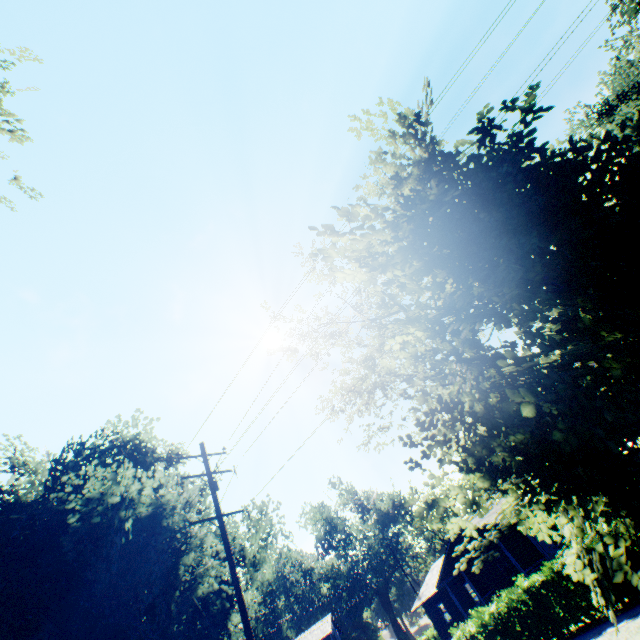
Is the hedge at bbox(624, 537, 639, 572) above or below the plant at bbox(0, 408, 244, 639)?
below

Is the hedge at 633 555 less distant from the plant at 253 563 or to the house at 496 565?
the house at 496 565

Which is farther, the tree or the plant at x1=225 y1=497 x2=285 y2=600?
the plant at x1=225 y1=497 x2=285 y2=600

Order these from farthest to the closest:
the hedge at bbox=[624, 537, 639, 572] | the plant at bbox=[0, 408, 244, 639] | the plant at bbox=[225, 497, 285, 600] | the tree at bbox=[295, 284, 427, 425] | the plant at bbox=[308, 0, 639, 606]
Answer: the plant at bbox=[225, 497, 285, 600]
the tree at bbox=[295, 284, 427, 425]
the plant at bbox=[0, 408, 244, 639]
the hedge at bbox=[624, 537, 639, 572]
the plant at bbox=[308, 0, 639, 606]

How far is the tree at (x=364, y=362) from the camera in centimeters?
2044cm

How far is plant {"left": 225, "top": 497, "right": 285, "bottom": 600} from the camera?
25.4m

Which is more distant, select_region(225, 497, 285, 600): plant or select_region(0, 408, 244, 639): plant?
select_region(225, 497, 285, 600): plant

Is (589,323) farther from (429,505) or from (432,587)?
(432,587)
